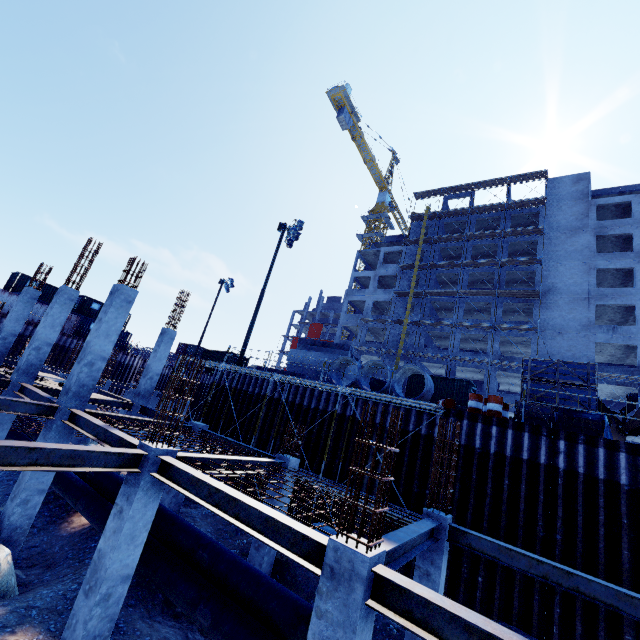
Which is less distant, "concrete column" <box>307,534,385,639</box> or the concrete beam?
"concrete column" <box>307,534,385,639</box>

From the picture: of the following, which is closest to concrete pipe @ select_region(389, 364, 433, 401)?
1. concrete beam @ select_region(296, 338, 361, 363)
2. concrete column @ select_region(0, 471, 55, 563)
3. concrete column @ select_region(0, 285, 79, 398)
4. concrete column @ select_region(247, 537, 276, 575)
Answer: concrete beam @ select_region(296, 338, 361, 363)

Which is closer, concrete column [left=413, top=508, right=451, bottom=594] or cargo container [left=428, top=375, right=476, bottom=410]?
concrete column [left=413, top=508, right=451, bottom=594]

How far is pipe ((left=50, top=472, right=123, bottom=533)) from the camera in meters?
10.0

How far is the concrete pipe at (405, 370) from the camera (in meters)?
14.26

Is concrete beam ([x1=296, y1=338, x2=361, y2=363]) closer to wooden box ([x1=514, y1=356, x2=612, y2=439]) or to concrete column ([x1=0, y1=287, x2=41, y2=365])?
wooden box ([x1=514, y1=356, x2=612, y2=439])

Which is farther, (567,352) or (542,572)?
(567,352)

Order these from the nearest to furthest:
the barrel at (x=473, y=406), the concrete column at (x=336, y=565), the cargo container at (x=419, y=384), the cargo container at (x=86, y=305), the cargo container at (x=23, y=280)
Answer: the concrete column at (x=336, y=565), the barrel at (x=473, y=406), the cargo container at (x=419, y=384), the cargo container at (x=23, y=280), the cargo container at (x=86, y=305)
